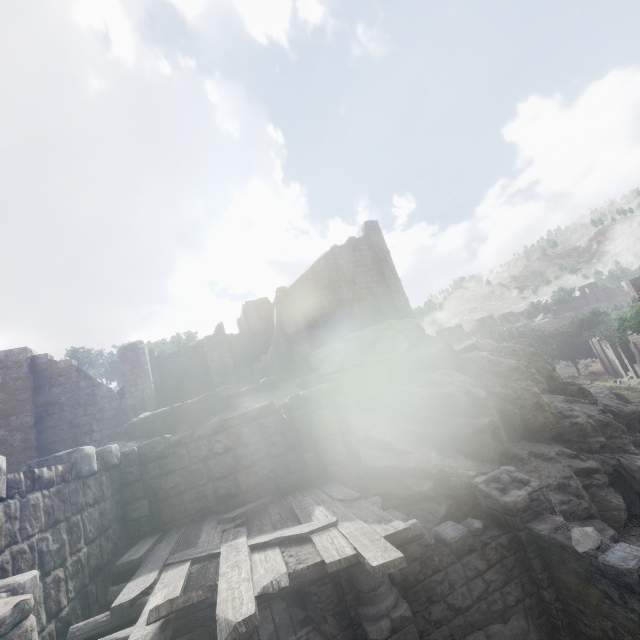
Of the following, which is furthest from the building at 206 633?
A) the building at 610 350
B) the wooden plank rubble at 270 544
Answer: the building at 610 350

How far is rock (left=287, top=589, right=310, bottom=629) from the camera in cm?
825

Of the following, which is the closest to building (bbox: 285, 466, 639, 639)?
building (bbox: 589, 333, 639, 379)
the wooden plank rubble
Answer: the wooden plank rubble

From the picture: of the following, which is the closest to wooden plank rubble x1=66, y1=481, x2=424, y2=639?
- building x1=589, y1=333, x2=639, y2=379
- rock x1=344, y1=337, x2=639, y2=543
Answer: rock x1=344, y1=337, x2=639, y2=543

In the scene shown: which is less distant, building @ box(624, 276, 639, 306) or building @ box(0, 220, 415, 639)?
building @ box(0, 220, 415, 639)

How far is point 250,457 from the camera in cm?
Answer: 741

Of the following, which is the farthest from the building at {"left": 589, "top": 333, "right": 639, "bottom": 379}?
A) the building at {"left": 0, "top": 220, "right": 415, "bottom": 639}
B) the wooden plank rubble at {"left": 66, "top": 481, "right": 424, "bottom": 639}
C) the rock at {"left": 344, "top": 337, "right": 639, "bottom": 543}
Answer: the wooden plank rubble at {"left": 66, "top": 481, "right": 424, "bottom": 639}

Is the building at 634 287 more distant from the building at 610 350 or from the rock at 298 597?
the building at 610 350
